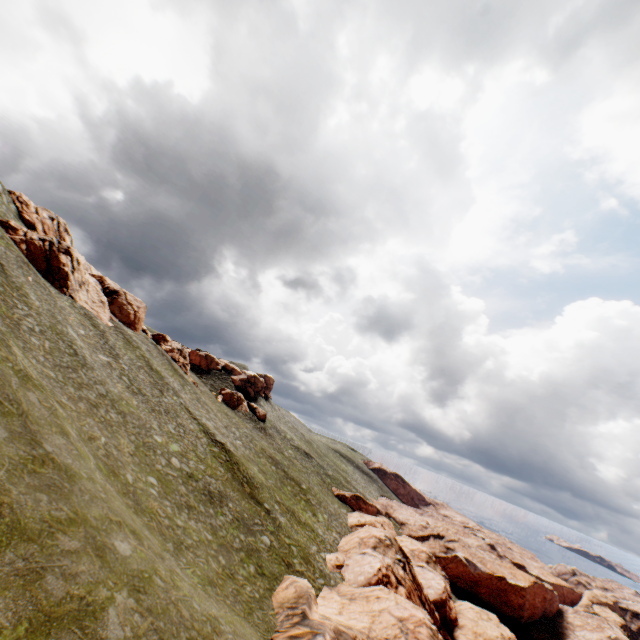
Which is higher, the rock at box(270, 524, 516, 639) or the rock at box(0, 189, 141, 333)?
the rock at box(0, 189, 141, 333)

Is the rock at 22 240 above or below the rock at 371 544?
above

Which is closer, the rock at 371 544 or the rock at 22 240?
the rock at 371 544

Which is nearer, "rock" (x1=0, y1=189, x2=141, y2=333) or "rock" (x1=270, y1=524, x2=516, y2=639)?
"rock" (x1=270, y1=524, x2=516, y2=639)

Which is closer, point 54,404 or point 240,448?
point 54,404
